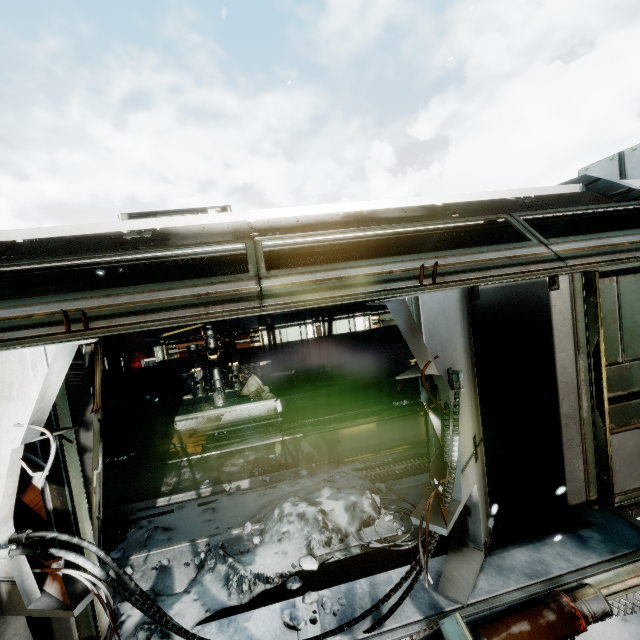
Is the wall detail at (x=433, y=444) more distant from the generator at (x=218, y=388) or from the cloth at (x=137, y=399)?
the cloth at (x=137, y=399)

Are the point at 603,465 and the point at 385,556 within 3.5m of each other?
yes

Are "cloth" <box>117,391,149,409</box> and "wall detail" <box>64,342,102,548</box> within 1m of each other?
no

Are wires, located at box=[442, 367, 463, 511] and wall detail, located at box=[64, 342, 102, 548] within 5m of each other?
yes

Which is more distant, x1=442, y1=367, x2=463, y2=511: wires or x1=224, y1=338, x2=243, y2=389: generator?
x1=224, y1=338, x2=243, y2=389: generator

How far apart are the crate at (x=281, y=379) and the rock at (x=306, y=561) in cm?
692

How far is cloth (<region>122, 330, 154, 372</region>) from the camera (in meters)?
11.98

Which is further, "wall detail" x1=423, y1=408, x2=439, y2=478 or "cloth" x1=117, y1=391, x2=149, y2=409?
"cloth" x1=117, y1=391, x2=149, y2=409
